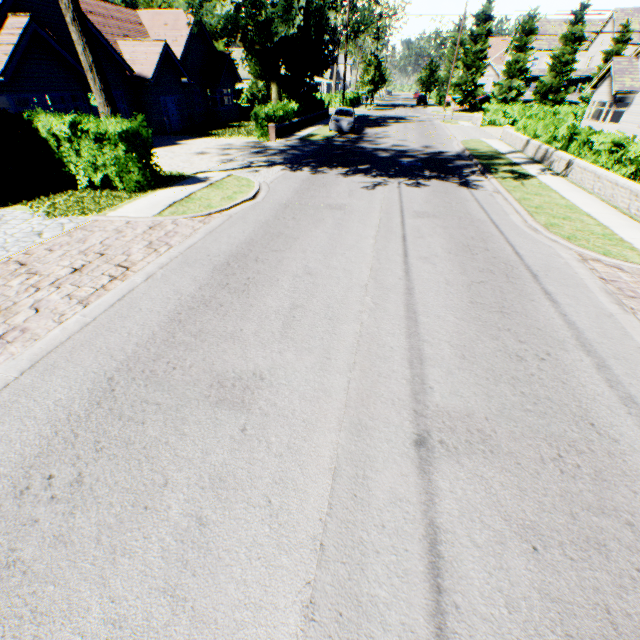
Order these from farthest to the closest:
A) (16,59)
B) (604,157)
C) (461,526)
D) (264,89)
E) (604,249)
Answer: (264,89) → (16,59) → (604,157) → (604,249) → (461,526)

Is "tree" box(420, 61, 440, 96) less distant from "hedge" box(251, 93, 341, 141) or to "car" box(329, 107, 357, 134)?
"hedge" box(251, 93, 341, 141)

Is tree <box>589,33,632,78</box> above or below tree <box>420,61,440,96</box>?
above

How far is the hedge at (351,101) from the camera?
48.75m

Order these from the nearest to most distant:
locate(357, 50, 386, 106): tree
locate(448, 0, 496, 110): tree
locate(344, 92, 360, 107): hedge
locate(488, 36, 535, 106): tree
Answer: locate(448, 0, 496, 110): tree → locate(488, 36, 535, 106): tree → locate(357, 50, 386, 106): tree → locate(344, 92, 360, 107): hedge

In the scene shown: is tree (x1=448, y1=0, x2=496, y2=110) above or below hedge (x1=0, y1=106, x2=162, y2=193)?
above

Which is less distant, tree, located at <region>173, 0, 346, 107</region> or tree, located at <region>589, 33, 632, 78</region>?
tree, located at <region>173, 0, 346, 107</region>

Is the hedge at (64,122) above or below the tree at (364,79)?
below
